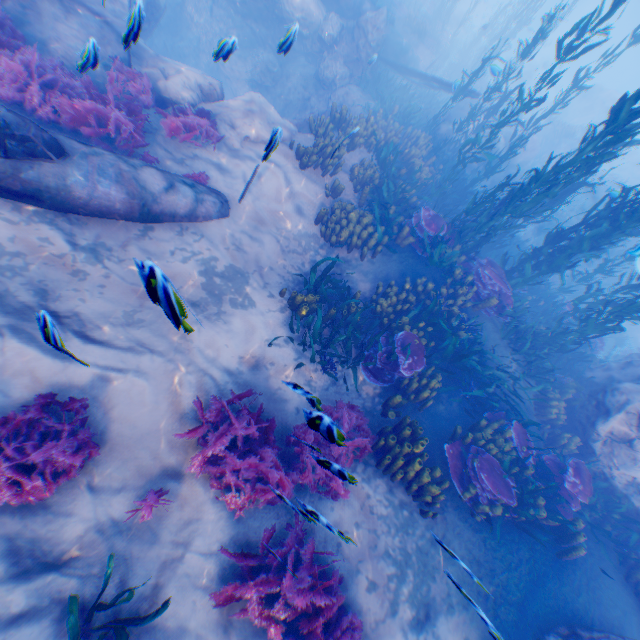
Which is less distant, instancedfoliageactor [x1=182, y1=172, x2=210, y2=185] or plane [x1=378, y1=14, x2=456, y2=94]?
instancedfoliageactor [x1=182, y1=172, x2=210, y2=185]

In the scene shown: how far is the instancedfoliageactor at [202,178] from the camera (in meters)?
7.07

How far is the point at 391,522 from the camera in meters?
5.6 m

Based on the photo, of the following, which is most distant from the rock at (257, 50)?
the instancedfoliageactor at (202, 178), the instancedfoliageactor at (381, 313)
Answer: the instancedfoliageactor at (202, 178)

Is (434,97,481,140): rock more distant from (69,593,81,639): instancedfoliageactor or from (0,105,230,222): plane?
(69,593,81,639): instancedfoliageactor

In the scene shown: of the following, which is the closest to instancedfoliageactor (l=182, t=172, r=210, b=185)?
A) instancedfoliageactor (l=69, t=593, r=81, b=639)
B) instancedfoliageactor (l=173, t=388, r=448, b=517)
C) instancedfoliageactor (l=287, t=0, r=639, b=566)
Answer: instancedfoliageactor (l=287, t=0, r=639, b=566)

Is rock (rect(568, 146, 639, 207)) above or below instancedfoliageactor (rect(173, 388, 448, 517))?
above

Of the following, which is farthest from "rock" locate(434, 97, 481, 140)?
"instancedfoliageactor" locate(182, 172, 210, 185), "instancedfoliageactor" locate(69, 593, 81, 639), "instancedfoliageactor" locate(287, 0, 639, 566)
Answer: "instancedfoliageactor" locate(69, 593, 81, 639)
